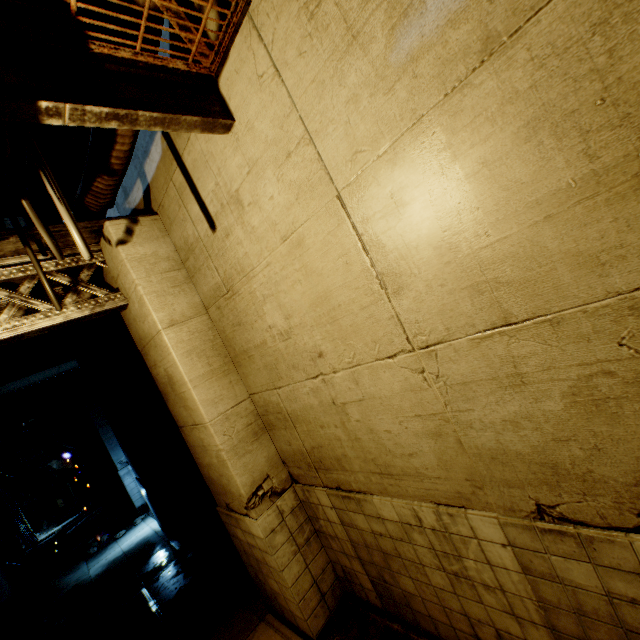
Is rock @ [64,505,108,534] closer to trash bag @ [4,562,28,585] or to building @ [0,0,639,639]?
trash bag @ [4,562,28,585]

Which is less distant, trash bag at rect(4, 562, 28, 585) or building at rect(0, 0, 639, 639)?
building at rect(0, 0, 639, 639)

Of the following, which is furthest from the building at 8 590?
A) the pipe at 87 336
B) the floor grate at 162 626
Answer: the floor grate at 162 626

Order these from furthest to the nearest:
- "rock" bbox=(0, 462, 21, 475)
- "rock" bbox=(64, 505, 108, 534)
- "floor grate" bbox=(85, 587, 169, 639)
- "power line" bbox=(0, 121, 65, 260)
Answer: "rock" bbox=(0, 462, 21, 475)
"rock" bbox=(64, 505, 108, 534)
"floor grate" bbox=(85, 587, 169, 639)
"power line" bbox=(0, 121, 65, 260)

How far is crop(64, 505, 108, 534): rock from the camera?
14.95m

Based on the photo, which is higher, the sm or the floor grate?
the sm

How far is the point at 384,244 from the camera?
2.26m

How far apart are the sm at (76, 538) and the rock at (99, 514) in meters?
0.2
